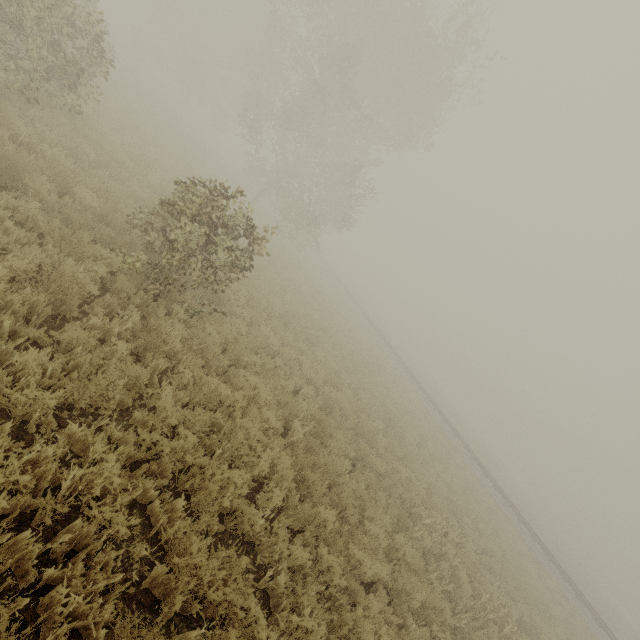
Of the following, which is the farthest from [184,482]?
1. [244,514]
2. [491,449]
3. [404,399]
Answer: [491,449]
